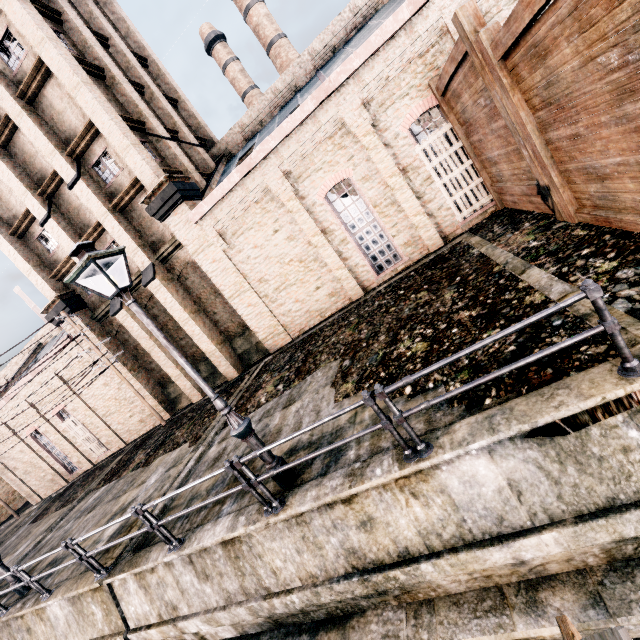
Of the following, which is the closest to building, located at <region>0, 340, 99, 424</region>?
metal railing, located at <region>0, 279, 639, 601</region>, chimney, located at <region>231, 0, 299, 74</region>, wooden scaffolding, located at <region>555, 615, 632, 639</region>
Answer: metal railing, located at <region>0, 279, 639, 601</region>

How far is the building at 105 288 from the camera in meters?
18.8

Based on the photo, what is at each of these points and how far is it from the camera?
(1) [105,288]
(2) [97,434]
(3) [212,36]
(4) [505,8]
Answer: (1) building, 18.9m
(2) building, 23.9m
(3) chimney, 35.0m
(4) building, 11.1m

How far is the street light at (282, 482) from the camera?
6.4m

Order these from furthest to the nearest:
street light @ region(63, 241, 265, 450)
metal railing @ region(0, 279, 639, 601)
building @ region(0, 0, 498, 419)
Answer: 1. building @ region(0, 0, 498, 419)
2. street light @ region(63, 241, 265, 450)
3. metal railing @ region(0, 279, 639, 601)

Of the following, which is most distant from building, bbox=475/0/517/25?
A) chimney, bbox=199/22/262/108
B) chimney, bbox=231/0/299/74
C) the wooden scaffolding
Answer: chimney, bbox=231/0/299/74

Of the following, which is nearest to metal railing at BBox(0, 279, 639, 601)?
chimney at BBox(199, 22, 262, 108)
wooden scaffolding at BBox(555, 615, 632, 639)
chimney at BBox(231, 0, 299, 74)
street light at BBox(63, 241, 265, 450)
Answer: street light at BBox(63, 241, 265, 450)

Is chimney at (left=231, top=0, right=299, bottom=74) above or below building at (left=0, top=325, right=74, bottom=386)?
above
